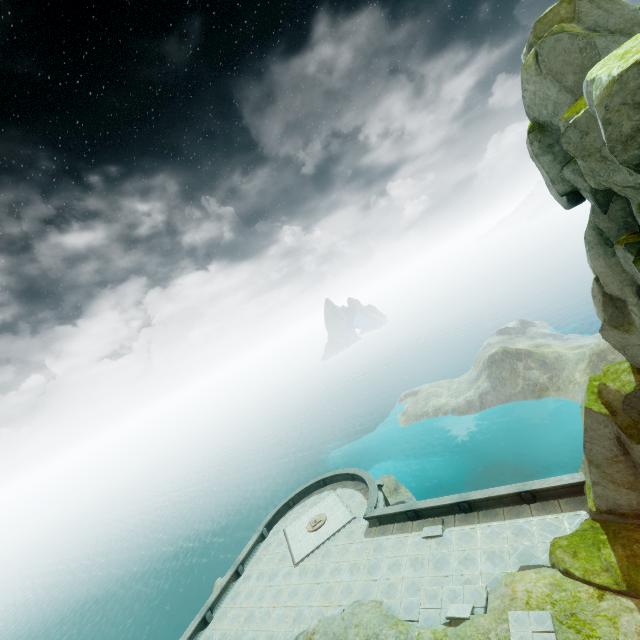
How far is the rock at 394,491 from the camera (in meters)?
36.58

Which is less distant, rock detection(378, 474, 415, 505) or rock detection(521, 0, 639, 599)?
rock detection(521, 0, 639, 599)

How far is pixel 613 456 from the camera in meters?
14.4

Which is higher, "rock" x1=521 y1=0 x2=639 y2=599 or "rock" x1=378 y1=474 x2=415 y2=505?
"rock" x1=521 y1=0 x2=639 y2=599

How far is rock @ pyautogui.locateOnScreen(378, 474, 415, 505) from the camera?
36.6m

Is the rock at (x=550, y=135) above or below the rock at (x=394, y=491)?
above
